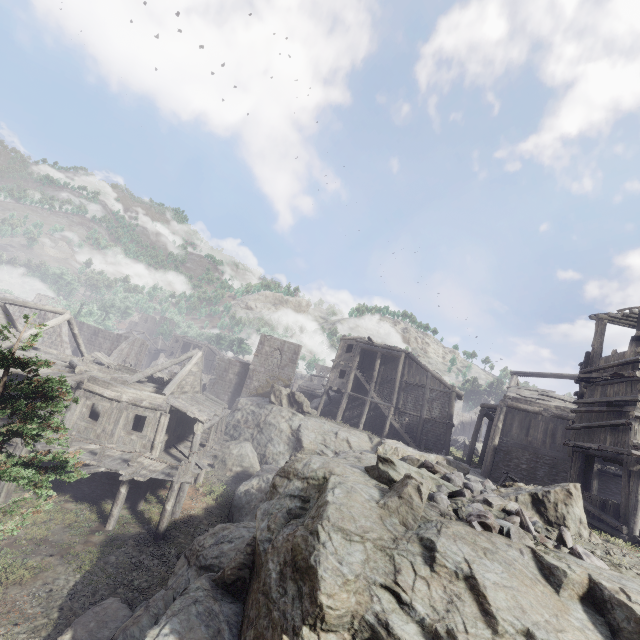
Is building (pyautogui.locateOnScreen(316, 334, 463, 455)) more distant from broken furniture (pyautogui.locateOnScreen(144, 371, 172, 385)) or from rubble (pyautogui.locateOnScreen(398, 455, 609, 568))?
rubble (pyautogui.locateOnScreen(398, 455, 609, 568))

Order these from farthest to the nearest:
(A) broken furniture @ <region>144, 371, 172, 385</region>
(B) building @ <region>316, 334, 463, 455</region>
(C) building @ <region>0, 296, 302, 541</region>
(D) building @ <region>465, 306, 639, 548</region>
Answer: (B) building @ <region>316, 334, 463, 455</region> → (A) broken furniture @ <region>144, 371, 172, 385</region> → (C) building @ <region>0, 296, 302, 541</region> → (D) building @ <region>465, 306, 639, 548</region>

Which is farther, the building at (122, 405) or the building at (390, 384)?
the building at (390, 384)

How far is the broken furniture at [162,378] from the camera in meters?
24.4 m

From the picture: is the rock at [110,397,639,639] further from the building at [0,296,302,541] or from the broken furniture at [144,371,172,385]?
the broken furniture at [144,371,172,385]

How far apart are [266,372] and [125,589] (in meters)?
33.05

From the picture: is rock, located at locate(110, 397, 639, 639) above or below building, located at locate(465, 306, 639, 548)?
below

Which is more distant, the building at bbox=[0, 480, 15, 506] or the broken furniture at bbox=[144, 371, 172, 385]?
the broken furniture at bbox=[144, 371, 172, 385]
